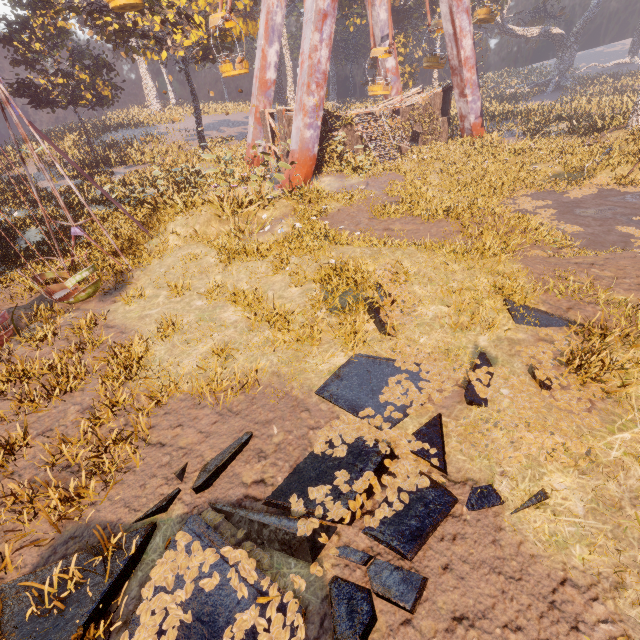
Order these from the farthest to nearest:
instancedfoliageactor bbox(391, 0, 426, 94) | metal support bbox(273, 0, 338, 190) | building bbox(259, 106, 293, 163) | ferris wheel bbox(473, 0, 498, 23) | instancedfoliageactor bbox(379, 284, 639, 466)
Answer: instancedfoliageactor bbox(391, 0, 426, 94)
ferris wheel bbox(473, 0, 498, 23)
building bbox(259, 106, 293, 163)
metal support bbox(273, 0, 338, 190)
instancedfoliageactor bbox(379, 284, 639, 466)

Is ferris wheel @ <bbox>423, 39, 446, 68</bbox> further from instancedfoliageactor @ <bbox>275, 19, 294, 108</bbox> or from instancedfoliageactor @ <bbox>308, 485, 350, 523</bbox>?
instancedfoliageactor @ <bbox>308, 485, 350, 523</bbox>

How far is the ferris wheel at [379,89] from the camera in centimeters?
2262cm

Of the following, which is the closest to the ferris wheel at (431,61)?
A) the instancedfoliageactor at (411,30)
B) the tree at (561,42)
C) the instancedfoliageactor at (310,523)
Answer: the instancedfoliageactor at (411,30)

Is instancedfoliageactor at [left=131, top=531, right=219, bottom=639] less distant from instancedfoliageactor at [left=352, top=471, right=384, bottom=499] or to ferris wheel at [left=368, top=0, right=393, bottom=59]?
instancedfoliageactor at [left=352, top=471, right=384, bottom=499]

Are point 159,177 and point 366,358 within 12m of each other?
no

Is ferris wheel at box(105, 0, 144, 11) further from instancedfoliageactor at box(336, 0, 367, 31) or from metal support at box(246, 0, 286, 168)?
instancedfoliageactor at box(336, 0, 367, 31)

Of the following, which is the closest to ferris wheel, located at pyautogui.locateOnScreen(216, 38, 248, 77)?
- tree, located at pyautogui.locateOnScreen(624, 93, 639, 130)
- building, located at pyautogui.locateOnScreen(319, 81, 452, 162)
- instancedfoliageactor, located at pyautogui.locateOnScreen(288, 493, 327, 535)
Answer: building, located at pyautogui.locateOnScreen(319, 81, 452, 162)
